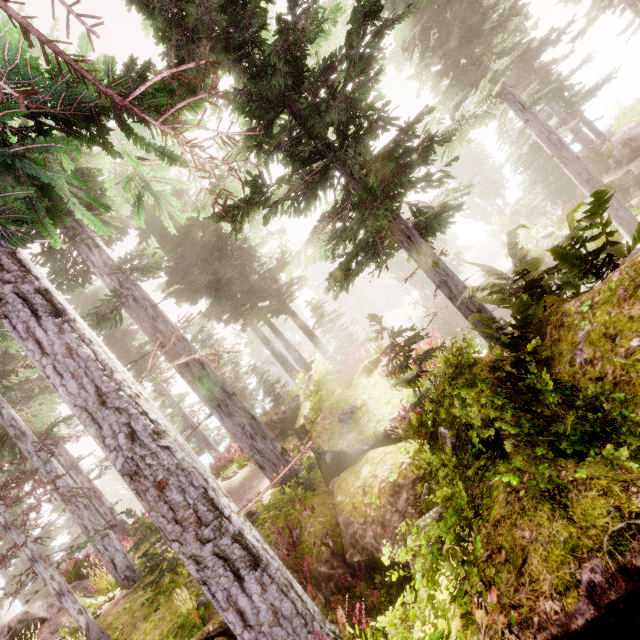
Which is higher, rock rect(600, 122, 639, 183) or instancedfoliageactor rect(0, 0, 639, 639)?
instancedfoliageactor rect(0, 0, 639, 639)

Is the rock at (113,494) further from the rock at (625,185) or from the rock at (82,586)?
the rock at (625,185)

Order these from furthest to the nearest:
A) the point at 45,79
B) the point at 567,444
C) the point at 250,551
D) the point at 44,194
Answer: the point at 44,194, the point at 45,79, the point at 250,551, the point at 567,444

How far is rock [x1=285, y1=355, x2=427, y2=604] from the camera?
4.3m

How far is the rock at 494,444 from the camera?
3.1m

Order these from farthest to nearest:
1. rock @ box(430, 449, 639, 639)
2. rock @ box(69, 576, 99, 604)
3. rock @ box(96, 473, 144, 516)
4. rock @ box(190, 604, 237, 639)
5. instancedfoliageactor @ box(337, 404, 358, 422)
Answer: rock @ box(96, 473, 144, 516) → rock @ box(69, 576, 99, 604) → instancedfoliageactor @ box(337, 404, 358, 422) → rock @ box(190, 604, 237, 639) → rock @ box(430, 449, 639, 639)

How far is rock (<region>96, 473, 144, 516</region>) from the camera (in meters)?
54.56
